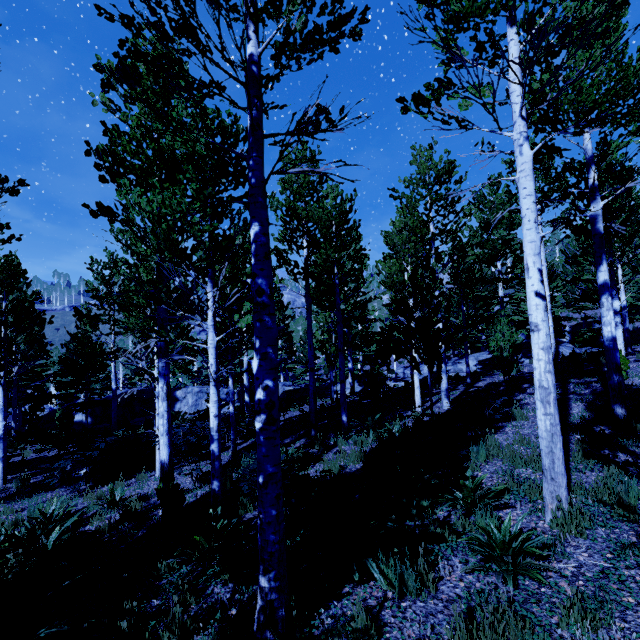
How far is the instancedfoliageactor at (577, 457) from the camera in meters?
5.3

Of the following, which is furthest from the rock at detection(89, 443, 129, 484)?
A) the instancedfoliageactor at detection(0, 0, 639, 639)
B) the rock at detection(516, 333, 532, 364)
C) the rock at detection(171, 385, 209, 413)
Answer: the rock at detection(171, 385, 209, 413)

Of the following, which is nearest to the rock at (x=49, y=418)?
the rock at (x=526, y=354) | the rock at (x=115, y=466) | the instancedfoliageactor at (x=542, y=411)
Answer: the instancedfoliageactor at (x=542, y=411)

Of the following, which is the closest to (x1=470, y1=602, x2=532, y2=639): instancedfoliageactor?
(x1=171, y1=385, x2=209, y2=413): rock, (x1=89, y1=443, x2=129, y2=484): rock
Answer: (x1=171, y1=385, x2=209, y2=413): rock

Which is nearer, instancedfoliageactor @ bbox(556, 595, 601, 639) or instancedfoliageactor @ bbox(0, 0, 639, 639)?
instancedfoliageactor @ bbox(556, 595, 601, 639)

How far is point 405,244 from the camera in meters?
11.1

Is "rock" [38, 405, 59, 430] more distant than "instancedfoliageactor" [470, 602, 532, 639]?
Yes

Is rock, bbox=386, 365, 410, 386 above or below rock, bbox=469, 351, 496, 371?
below
